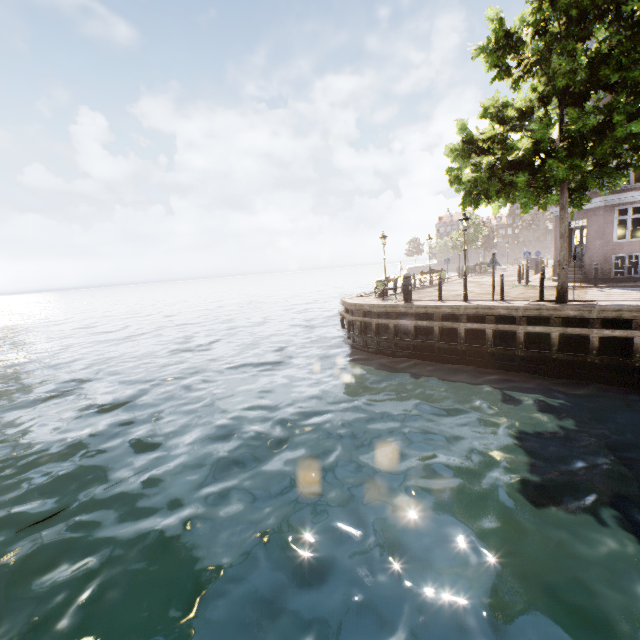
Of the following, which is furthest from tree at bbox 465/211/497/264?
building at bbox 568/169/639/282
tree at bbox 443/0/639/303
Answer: tree at bbox 443/0/639/303

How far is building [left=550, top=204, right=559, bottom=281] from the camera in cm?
1955

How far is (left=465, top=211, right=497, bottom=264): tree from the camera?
40.6 meters

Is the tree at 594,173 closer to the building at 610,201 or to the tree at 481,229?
the building at 610,201

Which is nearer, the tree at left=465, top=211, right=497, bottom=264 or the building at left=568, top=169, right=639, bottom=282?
the building at left=568, top=169, right=639, bottom=282

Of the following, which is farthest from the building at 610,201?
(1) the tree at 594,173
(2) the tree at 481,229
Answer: (2) the tree at 481,229

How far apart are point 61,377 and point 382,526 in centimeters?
1770cm
